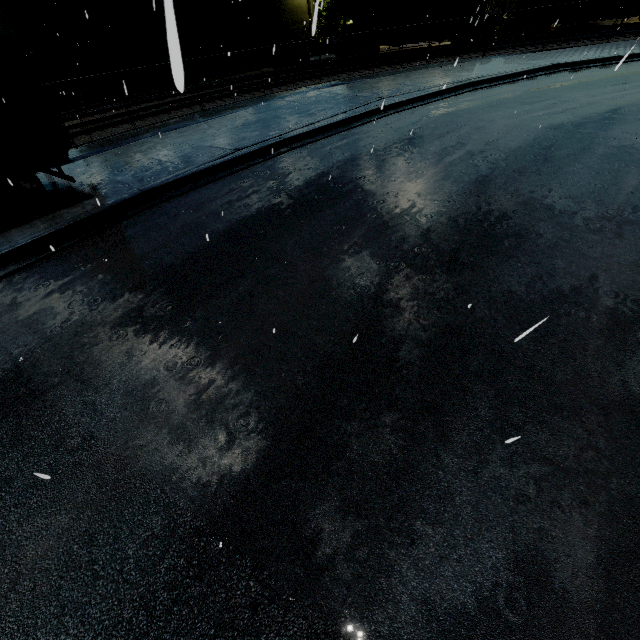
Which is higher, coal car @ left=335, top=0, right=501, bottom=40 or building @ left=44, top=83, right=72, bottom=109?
coal car @ left=335, top=0, right=501, bottom=40

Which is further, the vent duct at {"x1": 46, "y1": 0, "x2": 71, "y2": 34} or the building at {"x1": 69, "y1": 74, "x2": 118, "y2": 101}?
the building at {"x1": 69, "y1": 74, "x2": 118, "y2": 101}

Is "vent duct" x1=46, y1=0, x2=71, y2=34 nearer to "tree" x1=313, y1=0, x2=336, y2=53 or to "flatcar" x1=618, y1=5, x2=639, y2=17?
"tree" x1=313, y1=0, x2=336, y2=53

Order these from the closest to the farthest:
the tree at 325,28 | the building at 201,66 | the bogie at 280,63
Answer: the bogie at 280,63
the building at 201,66
the tree at 325,28

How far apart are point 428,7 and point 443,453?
32.4m

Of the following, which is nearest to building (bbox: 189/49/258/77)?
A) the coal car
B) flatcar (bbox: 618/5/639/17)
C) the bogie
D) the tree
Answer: the tree

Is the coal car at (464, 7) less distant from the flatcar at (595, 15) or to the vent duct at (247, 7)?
the flatcar at (595, 15)

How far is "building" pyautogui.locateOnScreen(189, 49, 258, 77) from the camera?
28.9 meters
